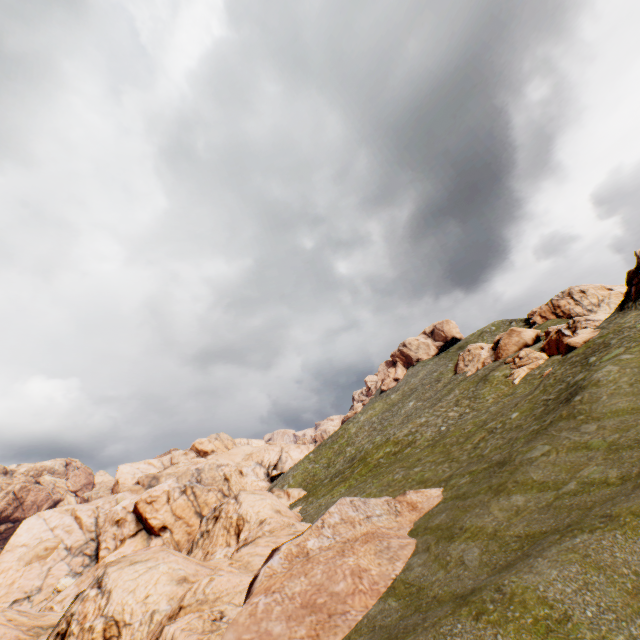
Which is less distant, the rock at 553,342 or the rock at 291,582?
the rock at 291,582

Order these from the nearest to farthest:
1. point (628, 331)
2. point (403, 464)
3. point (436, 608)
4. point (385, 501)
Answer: point (436, 608) < point (385, 501) < point (628, 331) < point (403, 464)

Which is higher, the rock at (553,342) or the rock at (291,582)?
the rock at (553,342)

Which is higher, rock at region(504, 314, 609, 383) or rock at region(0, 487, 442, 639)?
rock at region(504, 314, 609, 383)

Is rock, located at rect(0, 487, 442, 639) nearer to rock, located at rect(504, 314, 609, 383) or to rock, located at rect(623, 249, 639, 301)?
rock, located at rect(623, 249, 639, 301)

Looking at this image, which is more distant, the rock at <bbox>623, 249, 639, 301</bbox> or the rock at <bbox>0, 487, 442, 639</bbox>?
the rock at <bbox>623, 249, 639, 301</bbox>

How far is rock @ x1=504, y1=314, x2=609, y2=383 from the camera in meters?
31.6
